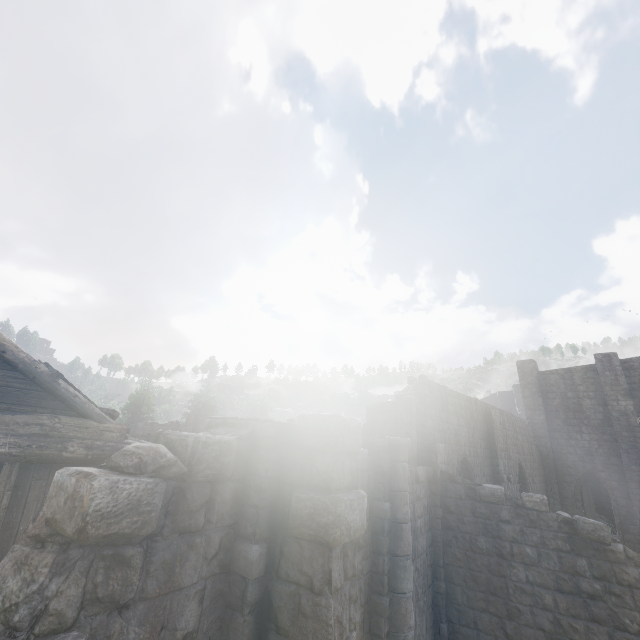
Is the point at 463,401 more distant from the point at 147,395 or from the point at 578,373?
the point at 147,395
